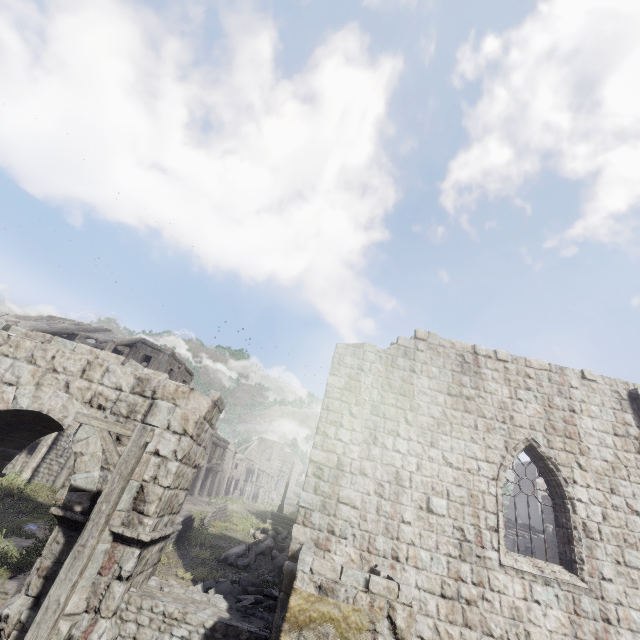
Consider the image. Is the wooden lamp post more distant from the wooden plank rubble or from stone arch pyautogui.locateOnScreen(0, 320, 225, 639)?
the wooden plank rubble

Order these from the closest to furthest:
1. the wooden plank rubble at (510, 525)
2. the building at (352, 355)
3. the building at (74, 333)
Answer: the building at (352, 355) < the building at (74, 333) < the wooden plank rubble at (510, 525)

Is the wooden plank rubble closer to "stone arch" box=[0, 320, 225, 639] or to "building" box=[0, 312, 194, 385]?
"building" box=[0, 312, 194, 385]

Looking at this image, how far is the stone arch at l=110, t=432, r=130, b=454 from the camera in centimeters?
809cm

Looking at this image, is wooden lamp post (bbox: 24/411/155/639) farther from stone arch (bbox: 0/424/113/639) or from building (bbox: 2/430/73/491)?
building (bbox: 2/430/73/491)

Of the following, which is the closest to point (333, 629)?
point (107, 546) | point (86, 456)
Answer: point (107, 546)

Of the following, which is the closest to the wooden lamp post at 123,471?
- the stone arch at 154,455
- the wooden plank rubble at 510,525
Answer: the stone arch at 154,455

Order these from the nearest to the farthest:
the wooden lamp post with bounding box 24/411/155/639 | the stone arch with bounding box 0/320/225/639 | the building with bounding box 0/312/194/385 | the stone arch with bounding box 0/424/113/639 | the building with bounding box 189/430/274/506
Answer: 1. the wooden lamp post with bounding box 24/411/155/639
2. the stone arch with bounding box 0/424/113/639
3. the stone arch with bounding box 0/320/225/639
4. the building with bounding box 0/312/194/385
5. the building with bounding box 189/430/274/506
